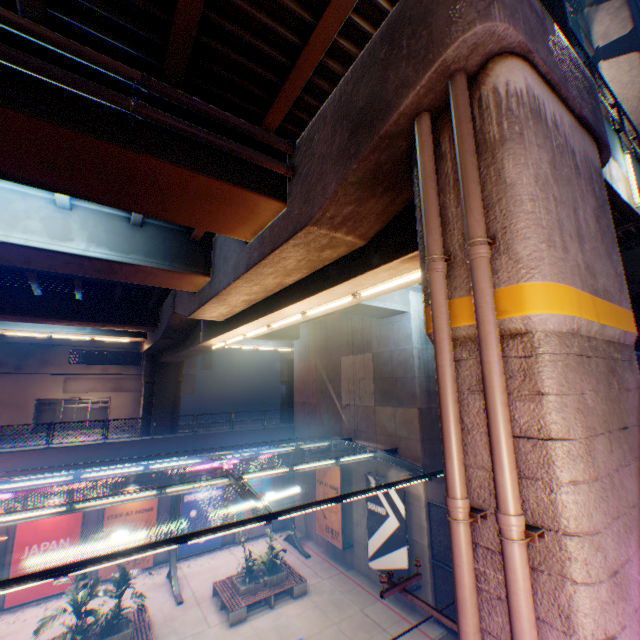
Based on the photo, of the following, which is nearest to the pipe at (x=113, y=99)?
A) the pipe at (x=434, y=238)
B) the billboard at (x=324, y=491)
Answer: the pipe at (x=434, y=238)

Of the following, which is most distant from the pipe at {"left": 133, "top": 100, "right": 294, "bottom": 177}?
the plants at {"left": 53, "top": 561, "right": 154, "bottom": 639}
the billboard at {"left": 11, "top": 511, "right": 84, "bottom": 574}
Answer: the billboard at {"left": 11, "top": 511, "right": 84, "bottom": 574}

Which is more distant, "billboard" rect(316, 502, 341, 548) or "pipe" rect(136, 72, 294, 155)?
"billboard" rect(316, 502, 341, 548)

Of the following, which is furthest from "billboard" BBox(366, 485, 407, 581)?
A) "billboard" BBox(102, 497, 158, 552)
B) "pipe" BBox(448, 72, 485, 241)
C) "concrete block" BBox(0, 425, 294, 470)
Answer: "pipe" BBox(448, 72, 485, 241)

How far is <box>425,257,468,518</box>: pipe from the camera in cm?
334

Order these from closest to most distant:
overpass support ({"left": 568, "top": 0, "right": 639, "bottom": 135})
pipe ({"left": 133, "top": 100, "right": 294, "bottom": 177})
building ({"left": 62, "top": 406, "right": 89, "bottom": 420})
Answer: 1. pipe ({"left": 133, "top": 100, "right": 294, "bottom": 177})
2. overpass support ({"left": 568, "top": 0, "right": 639, "bottom": 135})
3. building ({"left": 62, "top": 406, "right": 89, "bottom": 420})

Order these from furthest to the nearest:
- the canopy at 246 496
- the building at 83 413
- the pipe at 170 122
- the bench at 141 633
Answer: the building at 83 413, the bench at 141 633, the canopy at 246 496, the pipe at 170 122

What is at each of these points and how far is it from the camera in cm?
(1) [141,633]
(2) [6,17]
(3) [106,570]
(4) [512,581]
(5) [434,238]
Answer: (1) bench, 1270
(2) pipe, 420
(3) billboard, 1711
(4) pipe, 280
(5) pipe, 390
